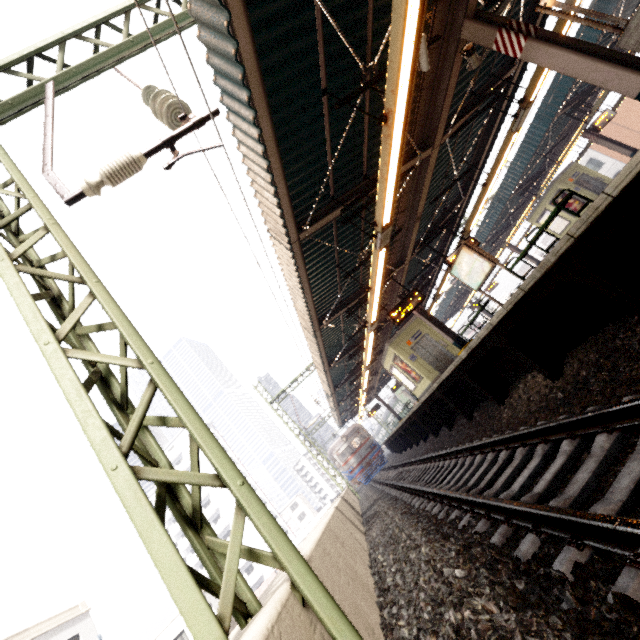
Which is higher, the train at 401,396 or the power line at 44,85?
the power line at 44,85

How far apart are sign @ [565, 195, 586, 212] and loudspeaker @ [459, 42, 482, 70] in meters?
17.9

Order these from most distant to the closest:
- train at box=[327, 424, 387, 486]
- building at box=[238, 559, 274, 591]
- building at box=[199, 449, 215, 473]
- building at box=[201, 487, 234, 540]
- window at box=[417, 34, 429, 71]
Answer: building at box=[199, 449, 215, 473], building at box=[201, 487, 234, 540], building at box=[238, 559, 274, 591], train at box=[327, 424, 387, 486], window at box=[417, 34, 429, 71]

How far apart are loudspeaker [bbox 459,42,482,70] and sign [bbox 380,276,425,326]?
6.4 meters

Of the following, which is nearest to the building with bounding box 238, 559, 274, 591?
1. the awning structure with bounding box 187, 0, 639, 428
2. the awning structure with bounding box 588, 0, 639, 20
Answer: the awning structure with bounding box 187, 0, 639, 428

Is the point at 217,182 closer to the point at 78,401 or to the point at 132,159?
the point at 132,159

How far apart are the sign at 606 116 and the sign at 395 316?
12.5 meters

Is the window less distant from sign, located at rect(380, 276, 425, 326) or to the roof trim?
sign, located at rect(380, 276, 425, 326)
